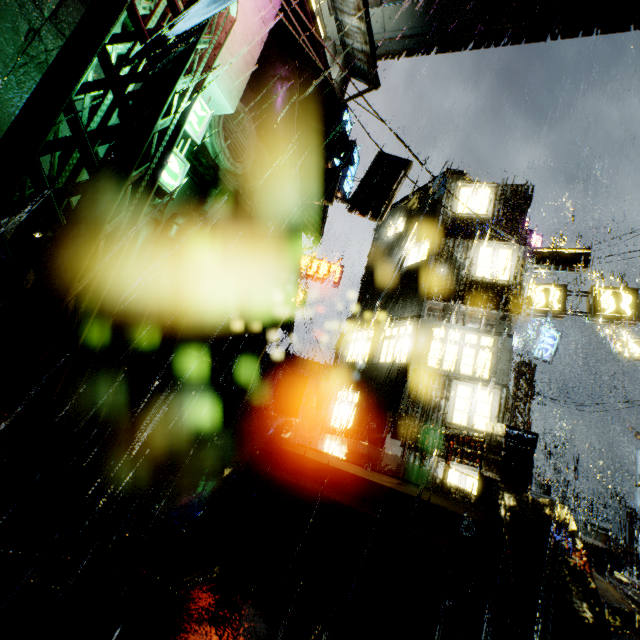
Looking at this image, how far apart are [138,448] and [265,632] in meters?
8.0 m

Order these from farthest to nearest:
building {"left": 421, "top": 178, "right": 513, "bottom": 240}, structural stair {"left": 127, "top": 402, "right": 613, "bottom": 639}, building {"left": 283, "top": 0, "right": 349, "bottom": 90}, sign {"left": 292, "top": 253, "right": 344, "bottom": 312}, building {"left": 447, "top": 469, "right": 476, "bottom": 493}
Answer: sign {"left": 292, "top": 253, "right": 344, "bottom": 312} → building {"left": 421, "top": 178, "right": 513, "bottom": 240} → building {"left": 447, "top": 469, "right": 476, "bottom": 493} → building {"left": 283, "top": 0, "right": 349, "bottom": 90} → structural stair {"left": 127, "top": 402, "right": 613, "bottom": 639}

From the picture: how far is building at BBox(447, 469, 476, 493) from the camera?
11.3 meters

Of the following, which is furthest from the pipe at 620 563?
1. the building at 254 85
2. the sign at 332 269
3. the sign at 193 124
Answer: the sign at 193 124

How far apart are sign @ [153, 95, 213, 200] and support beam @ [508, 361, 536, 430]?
21.50m

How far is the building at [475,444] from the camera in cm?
1161

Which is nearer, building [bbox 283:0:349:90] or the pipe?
building [bbox 283:0:349:90]

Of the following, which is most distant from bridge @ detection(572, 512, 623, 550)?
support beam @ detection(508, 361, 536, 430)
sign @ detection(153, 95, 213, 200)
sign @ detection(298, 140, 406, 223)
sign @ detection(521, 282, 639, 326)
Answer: sign @ detection(153, 95, 213, 200)
